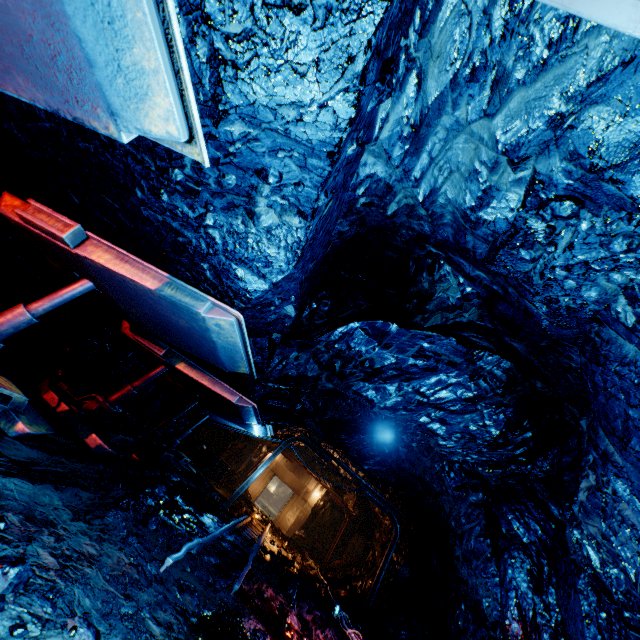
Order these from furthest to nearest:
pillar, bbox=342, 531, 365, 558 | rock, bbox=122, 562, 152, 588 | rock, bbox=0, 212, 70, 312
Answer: pillar, bbox=342, 531, 365, 558, rock, bbox=0, 212, 70, 312, rock, bbox=122, 562, 152, 588

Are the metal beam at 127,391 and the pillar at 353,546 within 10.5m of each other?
no

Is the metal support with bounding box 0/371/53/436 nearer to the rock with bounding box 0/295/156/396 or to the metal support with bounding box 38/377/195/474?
the rock with bounding box 0/295/156/396

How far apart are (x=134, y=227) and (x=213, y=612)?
4.45m

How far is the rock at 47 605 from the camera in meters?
2.0 m

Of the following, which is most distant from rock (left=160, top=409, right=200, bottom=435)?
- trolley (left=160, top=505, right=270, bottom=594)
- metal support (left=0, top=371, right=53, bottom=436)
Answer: metal support (left=0, top=371, right=53, bottom=436)

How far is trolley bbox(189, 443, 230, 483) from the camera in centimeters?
1368cm
